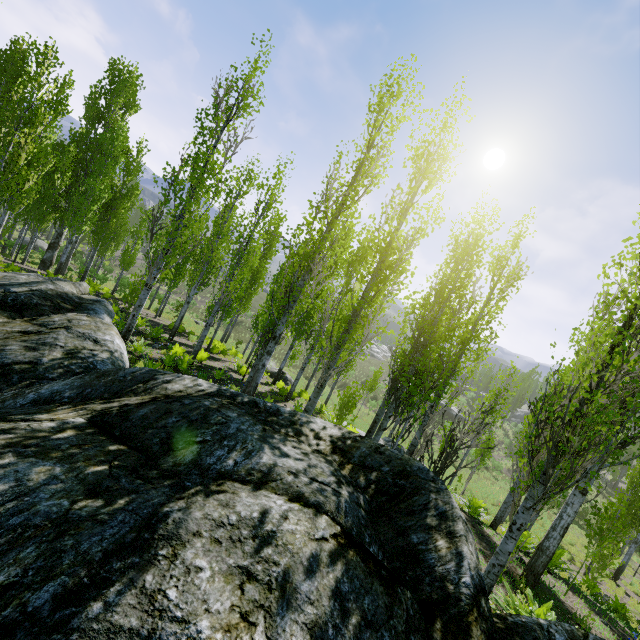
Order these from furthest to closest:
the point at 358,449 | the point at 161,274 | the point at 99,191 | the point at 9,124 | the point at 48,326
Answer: the point at 99,191, the point at 9,124, the point at 161,274, the point at 48,326, the point at 358,449

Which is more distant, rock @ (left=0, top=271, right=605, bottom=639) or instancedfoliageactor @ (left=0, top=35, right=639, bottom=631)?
instancedfoliageactor @ (left=0, top=35, right=639, bottom=631)

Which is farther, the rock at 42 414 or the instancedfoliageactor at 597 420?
the instancedfoliageactor at 597 420
